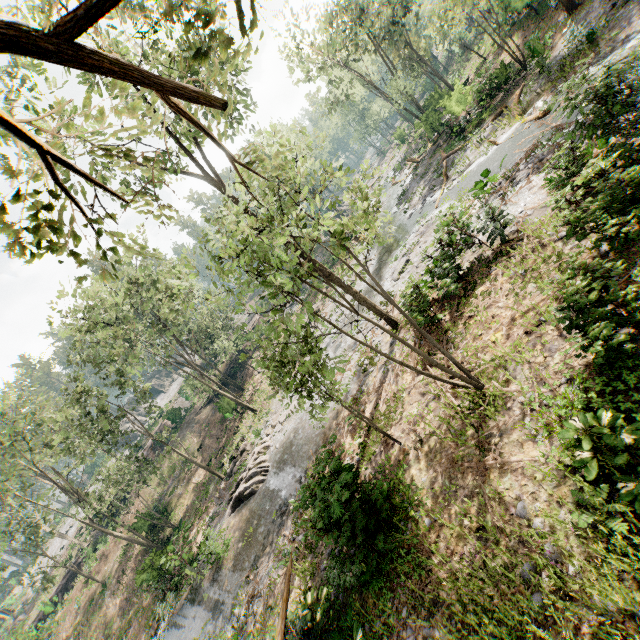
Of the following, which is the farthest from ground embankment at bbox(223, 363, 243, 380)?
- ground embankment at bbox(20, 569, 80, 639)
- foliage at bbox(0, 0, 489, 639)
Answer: ground embankment at bbox(20, 569, 80, 639)

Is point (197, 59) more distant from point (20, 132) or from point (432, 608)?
point (432, 608)

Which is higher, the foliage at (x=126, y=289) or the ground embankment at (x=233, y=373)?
the foliage at (x=126, y=289)

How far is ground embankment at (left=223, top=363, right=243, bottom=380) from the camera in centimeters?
4222cm

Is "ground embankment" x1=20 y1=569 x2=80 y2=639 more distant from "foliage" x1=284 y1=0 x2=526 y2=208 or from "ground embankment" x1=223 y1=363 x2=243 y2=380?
"ground embankment" x1=223 y1=363 x2=243 y2=380

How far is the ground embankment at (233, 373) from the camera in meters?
42.2 m

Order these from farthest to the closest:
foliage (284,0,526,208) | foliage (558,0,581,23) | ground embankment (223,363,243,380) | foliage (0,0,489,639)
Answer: ground embankment (223,363,243,380), foliage (284,0,526,208), foliage (558,0,581,23), foliage (0,0,489,639)
